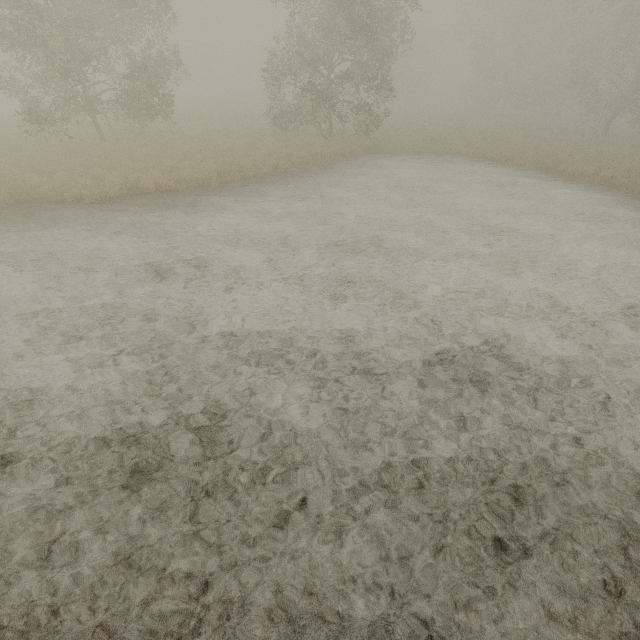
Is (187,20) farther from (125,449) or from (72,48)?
(125,449)
